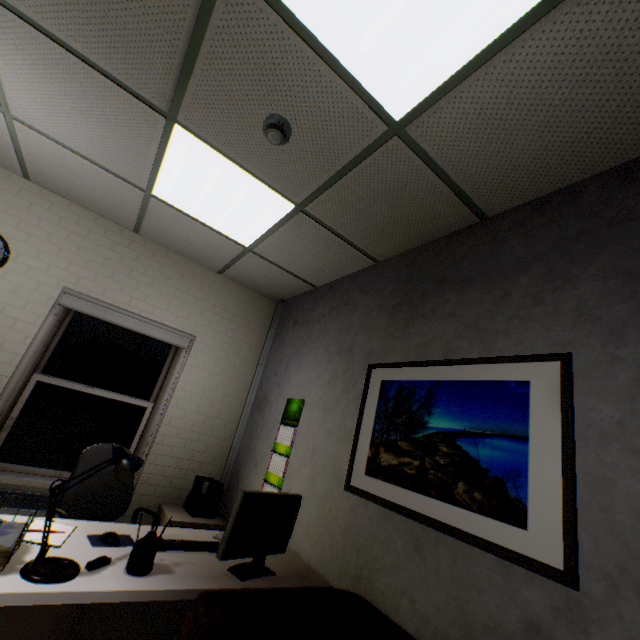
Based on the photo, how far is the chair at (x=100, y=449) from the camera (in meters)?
2.48

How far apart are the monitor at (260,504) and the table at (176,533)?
0.1m

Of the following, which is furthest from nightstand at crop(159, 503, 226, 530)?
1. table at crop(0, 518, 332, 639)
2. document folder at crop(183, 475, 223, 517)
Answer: table at crop(0, 518, 332, 639)

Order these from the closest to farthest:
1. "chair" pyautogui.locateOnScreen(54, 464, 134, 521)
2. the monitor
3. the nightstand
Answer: the monitor, "chair" pyautogui.locateOnScreen(54, 464, 134, 521), the nightstand

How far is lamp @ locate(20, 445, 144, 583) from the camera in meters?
1.3 m

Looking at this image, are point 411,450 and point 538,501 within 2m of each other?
yes

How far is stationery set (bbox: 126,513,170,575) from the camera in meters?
1.5 m

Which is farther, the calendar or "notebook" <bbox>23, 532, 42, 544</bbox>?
the calendar
